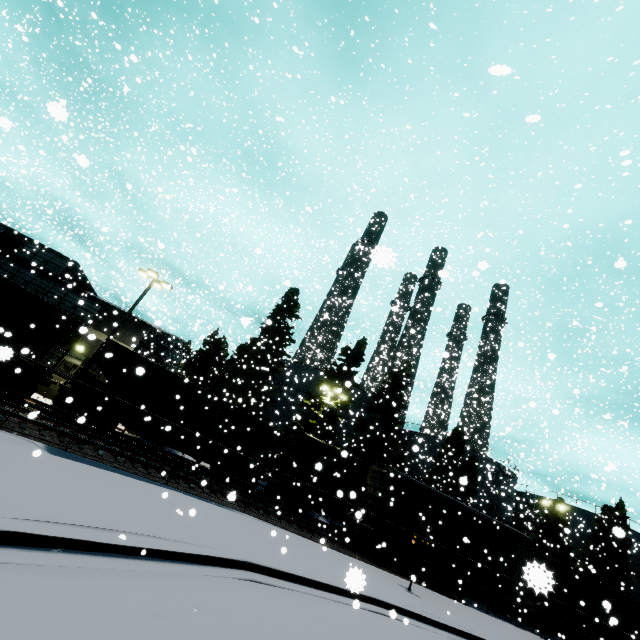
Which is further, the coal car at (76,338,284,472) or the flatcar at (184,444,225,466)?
the flatcar at (184,444,225,466)

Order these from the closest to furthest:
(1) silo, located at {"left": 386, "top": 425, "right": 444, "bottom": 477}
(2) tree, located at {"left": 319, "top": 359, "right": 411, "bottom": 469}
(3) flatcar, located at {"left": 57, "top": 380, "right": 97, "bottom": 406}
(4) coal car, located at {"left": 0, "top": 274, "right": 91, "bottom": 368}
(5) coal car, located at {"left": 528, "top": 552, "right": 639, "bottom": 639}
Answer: (5) coal car, located at {"left": 528, "top": 552, "right": 639, "bottom": 639}, (4) coal car, located at {"left": 0, "top": 274, "right": 91, "bottom": 368}, (3) flatcar, located at {"left": 57, "top": 380, "right": 97, "bottom": 406}, (2) tree, located at {"left": 319, "top": 359, "right": 411, "bottom": 469}, (1) silo, located at {"left": 386, "top": 425, "right": 444, "bottom": 477}

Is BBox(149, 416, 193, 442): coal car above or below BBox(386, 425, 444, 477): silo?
below

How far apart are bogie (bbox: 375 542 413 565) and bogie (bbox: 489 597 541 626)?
6.62m

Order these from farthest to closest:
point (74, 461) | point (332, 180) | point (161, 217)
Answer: point (161, 217) → point (332, 180) → point (74, 461)

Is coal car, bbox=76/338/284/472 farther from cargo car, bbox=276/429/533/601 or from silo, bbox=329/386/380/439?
silo, bbox=329/386/380/439

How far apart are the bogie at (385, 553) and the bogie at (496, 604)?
6.62m

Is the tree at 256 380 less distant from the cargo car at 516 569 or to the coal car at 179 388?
the cargo car at 516 569
